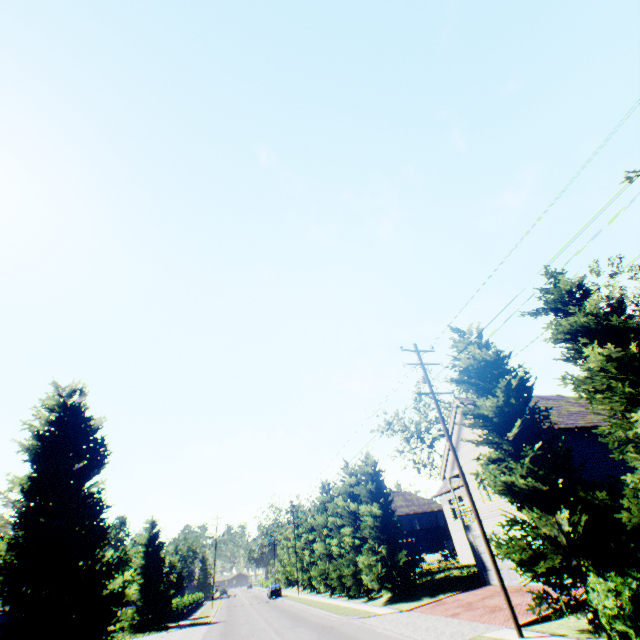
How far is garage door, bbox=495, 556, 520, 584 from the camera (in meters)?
19.41

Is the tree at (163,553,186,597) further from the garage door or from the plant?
the garage door

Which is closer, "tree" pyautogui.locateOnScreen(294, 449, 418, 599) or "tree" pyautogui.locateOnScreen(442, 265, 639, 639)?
"tree" pyautogui.locateOnScreen(442, 265, 639, 639)

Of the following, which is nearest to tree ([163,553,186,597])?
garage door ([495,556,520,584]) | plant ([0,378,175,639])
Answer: plant ([0,378,175,639])

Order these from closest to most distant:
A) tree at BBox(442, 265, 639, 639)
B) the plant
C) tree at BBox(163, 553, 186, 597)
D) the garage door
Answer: tree at BBox(442, 265, 639, 639) < the plant < the garage door < tree at BBox(163, 553, 186, 597)

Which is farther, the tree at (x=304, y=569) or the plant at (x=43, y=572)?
the tree at (x=304, y=569)

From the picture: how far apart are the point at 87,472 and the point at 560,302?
25.8m

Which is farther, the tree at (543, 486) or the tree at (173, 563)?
the tree at (173, 563)
